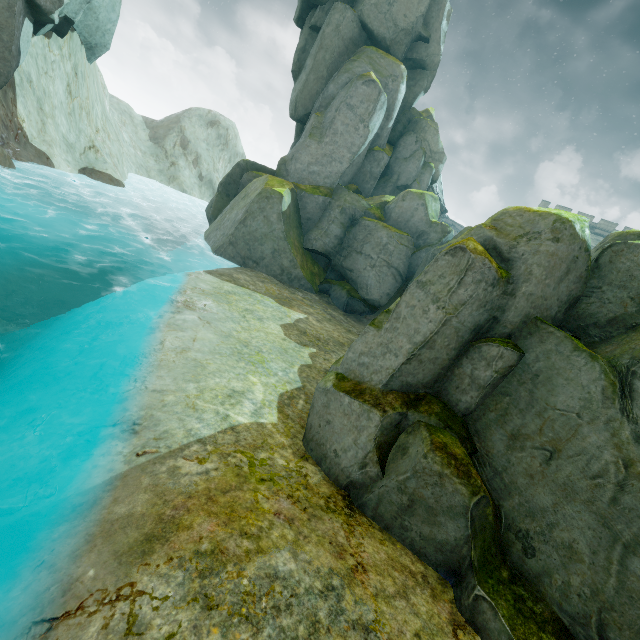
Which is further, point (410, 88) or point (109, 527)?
point (410, 88)

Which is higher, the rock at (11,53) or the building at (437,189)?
the building at (437,189)

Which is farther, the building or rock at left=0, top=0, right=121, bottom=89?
the building

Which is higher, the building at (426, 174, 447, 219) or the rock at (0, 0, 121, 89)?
the building at (426, 174, 447, 219)

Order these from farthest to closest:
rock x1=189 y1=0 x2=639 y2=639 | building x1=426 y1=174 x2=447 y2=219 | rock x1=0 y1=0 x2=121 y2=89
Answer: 1. building x1=426 y1=174 x2=447 y2=219
2. rock x1=0 y1=0 x2=121 y2=89
3. rock x1=189 y1=0 x2=639 y2=639

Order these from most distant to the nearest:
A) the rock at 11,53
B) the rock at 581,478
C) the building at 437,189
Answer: the building at 437,189, the rock at 11,53, the rock at 581,478

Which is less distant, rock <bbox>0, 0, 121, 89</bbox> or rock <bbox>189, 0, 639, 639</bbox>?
rock <bbox>189, 0, 639, 639</bbox>

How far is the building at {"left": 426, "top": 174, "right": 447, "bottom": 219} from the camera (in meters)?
36.34
